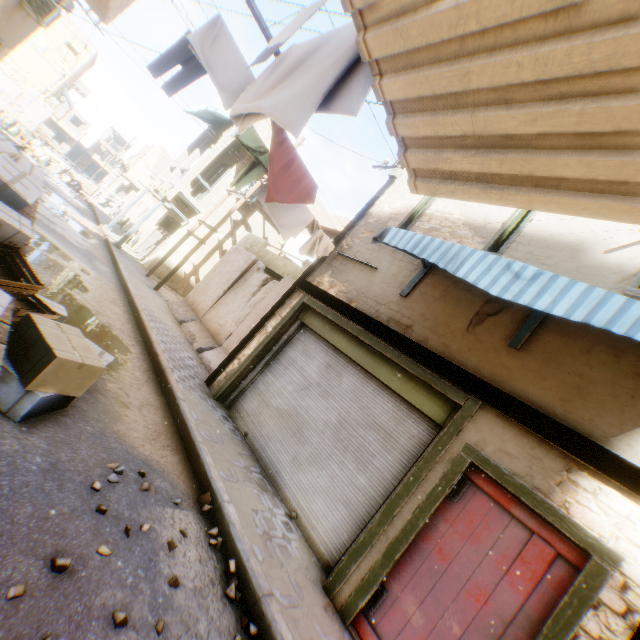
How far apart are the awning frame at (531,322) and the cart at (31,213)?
4.3 meters

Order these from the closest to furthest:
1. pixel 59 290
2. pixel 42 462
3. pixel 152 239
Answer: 1. pixel 42 462
2. pixel 59 290
3. pixel 152 239

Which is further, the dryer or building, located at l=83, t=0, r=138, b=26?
building, located at l=83, t=0, r=138, b=26

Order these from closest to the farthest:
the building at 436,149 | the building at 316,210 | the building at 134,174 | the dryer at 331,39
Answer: the building at 436,149
the dryer at 331,39
the building at 316,210
the building at 134,174

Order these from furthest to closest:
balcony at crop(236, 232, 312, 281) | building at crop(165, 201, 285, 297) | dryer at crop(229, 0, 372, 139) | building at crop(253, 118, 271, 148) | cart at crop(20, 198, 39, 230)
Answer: building at crop(165, 201, 285, 297) < building at crop(253, 118, 271, 148) < balcony at crop(236, 232, 312, 281) < cart at crop(20, 198, 39, 230) < dryer at crop(229, 0, 372, 139)

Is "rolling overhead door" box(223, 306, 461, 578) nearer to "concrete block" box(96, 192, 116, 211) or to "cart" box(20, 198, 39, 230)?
"cart" box(20, 198, 39, 230)

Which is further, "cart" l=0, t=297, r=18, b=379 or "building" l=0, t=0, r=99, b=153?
"building" l=0, t=0, r=99, b=153

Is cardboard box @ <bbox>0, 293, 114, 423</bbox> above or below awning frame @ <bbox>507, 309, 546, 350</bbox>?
below
